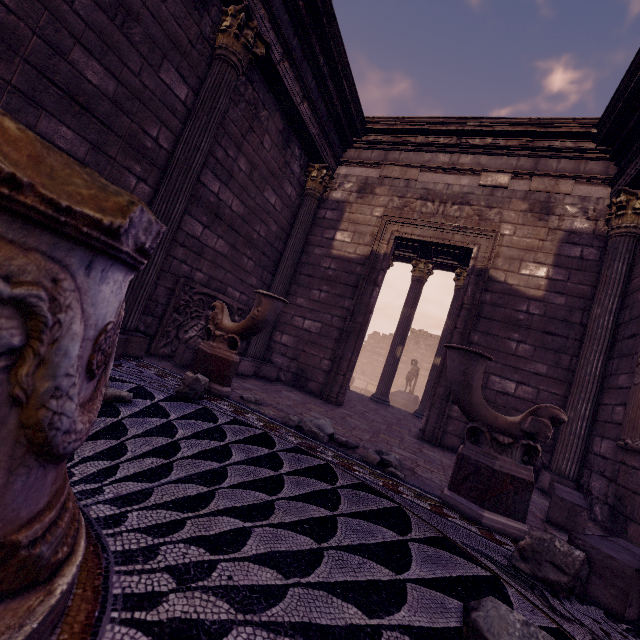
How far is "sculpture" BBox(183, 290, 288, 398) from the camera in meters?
3.5

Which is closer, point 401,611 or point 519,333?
point 401,611

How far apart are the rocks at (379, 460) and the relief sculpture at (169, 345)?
3.43m

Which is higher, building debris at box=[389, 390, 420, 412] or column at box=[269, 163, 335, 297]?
column at box=[269, 163, 335, 297]

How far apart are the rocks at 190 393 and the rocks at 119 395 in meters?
0.6

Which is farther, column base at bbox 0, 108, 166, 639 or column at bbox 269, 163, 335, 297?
column at bbox 269, 163, 335, 297

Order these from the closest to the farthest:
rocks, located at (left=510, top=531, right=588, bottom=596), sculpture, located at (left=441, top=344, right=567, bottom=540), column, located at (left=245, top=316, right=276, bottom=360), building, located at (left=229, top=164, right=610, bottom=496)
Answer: rocks, located at (left=510, top=531, right=588, bottom=596), sculpture, located at (left=441, top=344, right=567, bottom=540), building, located at (left=229, top=164, right=610, bottom=496), column, located at (left=245, top=316, right=276, bottom=360)

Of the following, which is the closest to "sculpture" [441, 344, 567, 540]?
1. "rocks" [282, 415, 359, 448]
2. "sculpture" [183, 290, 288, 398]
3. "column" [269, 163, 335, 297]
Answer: "rocks" [282, 415, 359, 448]
